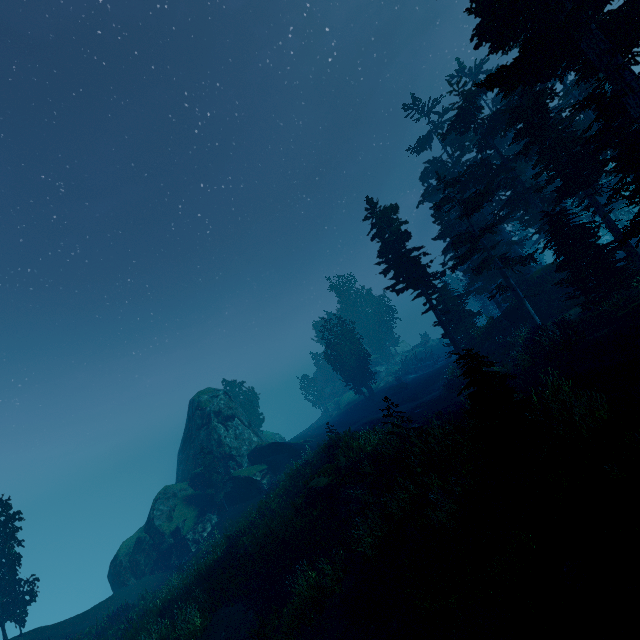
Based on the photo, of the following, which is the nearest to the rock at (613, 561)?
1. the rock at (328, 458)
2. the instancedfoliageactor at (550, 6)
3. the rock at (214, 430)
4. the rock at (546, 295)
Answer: the instancedfoliageactor at (550, 6)

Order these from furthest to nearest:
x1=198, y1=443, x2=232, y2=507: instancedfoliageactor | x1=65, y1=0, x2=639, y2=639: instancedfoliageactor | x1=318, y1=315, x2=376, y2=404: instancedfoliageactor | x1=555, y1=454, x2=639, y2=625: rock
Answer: x1=318, y1=315, x2=376, y2=404: instancedfoliageactor < x1=198, y1=443, x2=232, y2=507: instancedfoliageactor < x1=65, y1=0, x2=639, y2=639: instancedfoliageactor < x1=555, y1=454, x2=639, y2=625: rock

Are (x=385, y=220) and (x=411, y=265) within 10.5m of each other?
yes

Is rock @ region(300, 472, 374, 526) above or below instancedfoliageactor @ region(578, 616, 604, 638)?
above

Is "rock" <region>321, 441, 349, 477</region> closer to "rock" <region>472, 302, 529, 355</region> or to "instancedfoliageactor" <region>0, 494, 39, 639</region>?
"instancedfoliageactor" <region>0, 494, 39, 639</region>

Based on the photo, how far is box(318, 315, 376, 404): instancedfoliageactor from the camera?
47.1 meters

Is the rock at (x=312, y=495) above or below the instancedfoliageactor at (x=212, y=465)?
below
